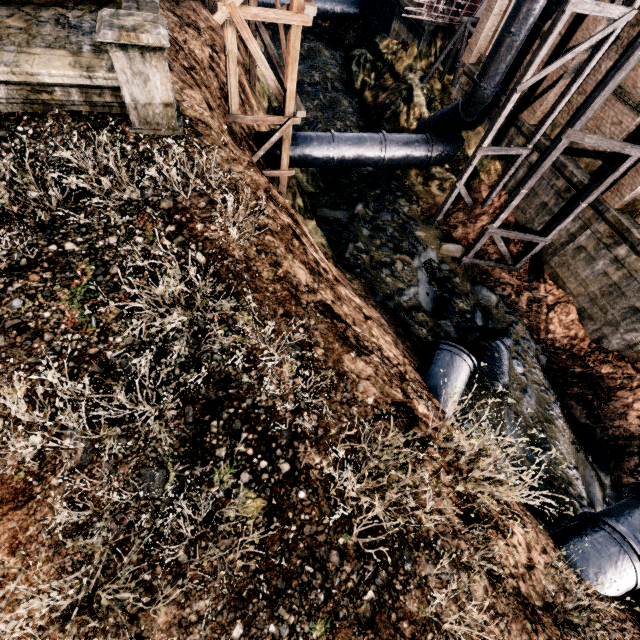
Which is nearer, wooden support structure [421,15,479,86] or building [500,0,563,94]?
building [500,0,563,94]

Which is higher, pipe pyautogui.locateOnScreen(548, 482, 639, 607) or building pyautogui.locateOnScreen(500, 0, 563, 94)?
building pyautogui.locateOnScreen(500, 0, 563, 94)

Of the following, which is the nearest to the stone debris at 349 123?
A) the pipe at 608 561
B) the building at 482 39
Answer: the pipe at 608 561

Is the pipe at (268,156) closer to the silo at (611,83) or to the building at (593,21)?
the silo at (611,83)

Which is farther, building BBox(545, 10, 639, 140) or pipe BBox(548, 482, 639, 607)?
building BBox(545, 10, 639, 140)

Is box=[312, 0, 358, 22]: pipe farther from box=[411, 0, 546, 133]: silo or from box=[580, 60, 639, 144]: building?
box=[411, 0, 546, 133]: silo

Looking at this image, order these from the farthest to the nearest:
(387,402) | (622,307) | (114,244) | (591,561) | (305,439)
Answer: (622,307) < (591,561) < (387,402) < (114,244) < (305,439)

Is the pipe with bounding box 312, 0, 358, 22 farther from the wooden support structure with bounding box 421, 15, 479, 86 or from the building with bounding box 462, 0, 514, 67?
the wooden support structure with bounding box 421, 15, 479, 86
